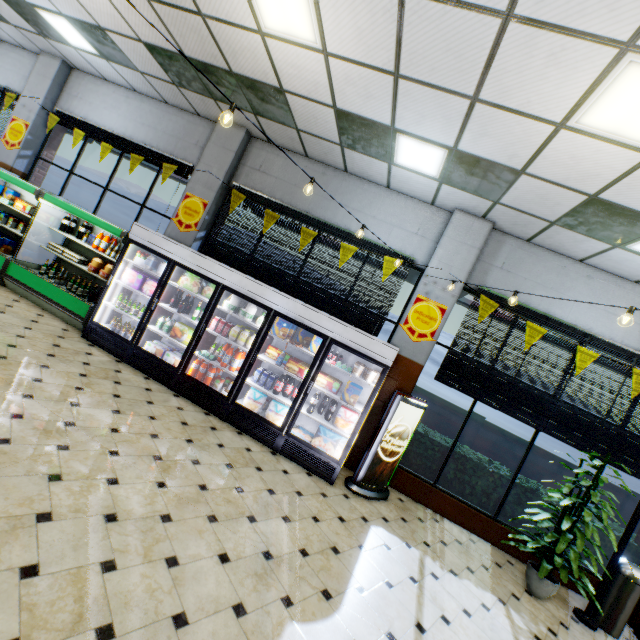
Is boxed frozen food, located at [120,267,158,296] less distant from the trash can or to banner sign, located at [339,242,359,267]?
banner sign, located at [339,242,359,267]

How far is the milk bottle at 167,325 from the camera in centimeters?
570cm

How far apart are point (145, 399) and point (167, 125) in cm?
608

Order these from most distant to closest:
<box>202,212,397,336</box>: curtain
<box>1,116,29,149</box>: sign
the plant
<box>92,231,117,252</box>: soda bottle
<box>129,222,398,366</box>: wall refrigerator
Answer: <box>1,116,29,149</box>: sign → <box>92,231,117,252</box>: soda bottle → <box>202,212,397,336</box>: curtain → <box>129,222,398,366</box>: wall refrigerator → the plant

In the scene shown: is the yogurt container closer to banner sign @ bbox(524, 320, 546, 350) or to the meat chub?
banner sign @ bbox(524, 320, 546, 350)

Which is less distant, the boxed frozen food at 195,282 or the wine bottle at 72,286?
the boxed frozen food at 195,282

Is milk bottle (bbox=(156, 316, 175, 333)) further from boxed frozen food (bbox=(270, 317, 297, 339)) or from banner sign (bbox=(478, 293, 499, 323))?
banner sign (bbox=(478, 293, 499, 323))

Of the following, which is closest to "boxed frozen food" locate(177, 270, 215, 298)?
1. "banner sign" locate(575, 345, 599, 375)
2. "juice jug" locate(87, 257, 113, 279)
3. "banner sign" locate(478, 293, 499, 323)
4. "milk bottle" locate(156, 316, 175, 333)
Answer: "milk bottle" locate(156, 316, 175, 333)
